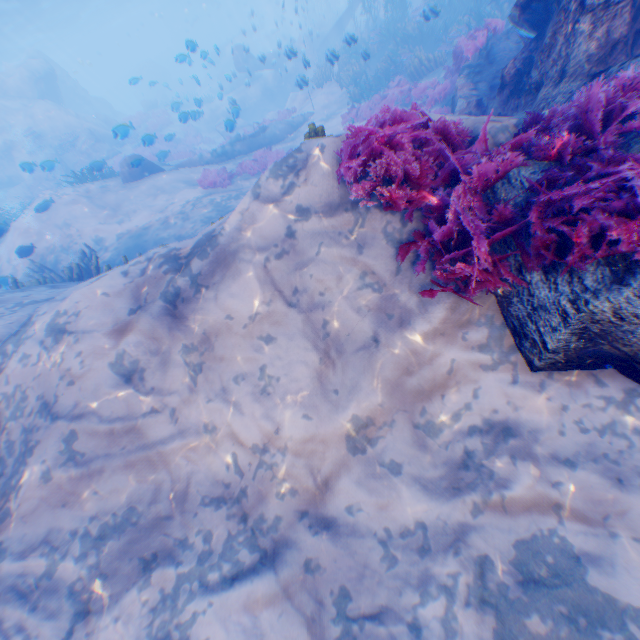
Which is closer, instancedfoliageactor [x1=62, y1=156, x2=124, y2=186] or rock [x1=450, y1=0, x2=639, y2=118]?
rock [x1=450, y1=0, x2=639, y2=118]

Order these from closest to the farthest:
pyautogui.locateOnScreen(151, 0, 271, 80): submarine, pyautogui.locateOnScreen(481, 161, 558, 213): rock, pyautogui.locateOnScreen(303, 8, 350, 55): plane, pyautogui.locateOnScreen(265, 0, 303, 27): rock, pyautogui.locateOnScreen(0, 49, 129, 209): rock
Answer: pyautogui.locateOnScreen(481, 161, 558, 213): rock < pyautogui.locateOnScreen(0, 49, 129, 209): rock < pyautogui.locateOnScreen(265, 0, 303, 27): rock < pyautogui.locateOnScreen(303, 8, 350, 55): plane < pyautogui.locateOnScreen(151, 0, 271, 80): submarine

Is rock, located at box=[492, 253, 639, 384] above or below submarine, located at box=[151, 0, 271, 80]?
below

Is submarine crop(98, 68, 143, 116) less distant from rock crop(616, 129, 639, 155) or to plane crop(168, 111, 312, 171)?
rock crop(616, 129, 639, 155)

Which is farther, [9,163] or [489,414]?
[9,163]

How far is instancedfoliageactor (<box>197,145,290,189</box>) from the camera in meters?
13.0

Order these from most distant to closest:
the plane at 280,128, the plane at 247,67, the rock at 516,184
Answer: the plane at 280,128
the plane at 247,67
the rock at 516,184

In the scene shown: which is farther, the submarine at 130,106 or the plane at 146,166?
the submarine at 130,106
